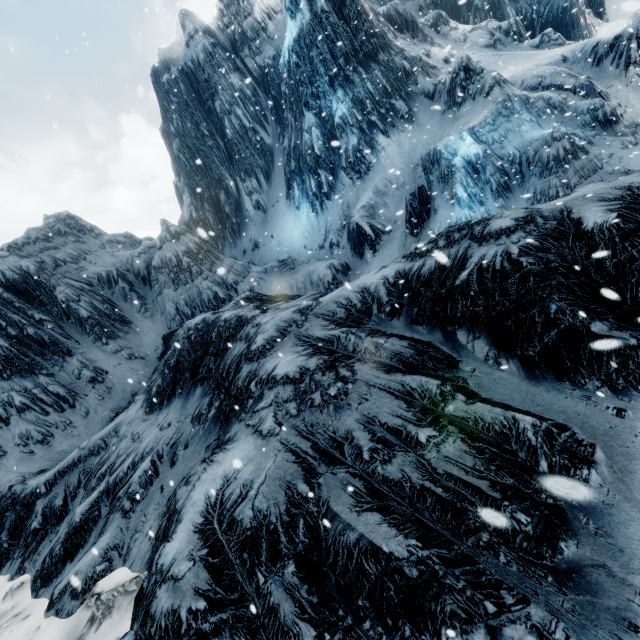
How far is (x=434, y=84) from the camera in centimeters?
1955cm
